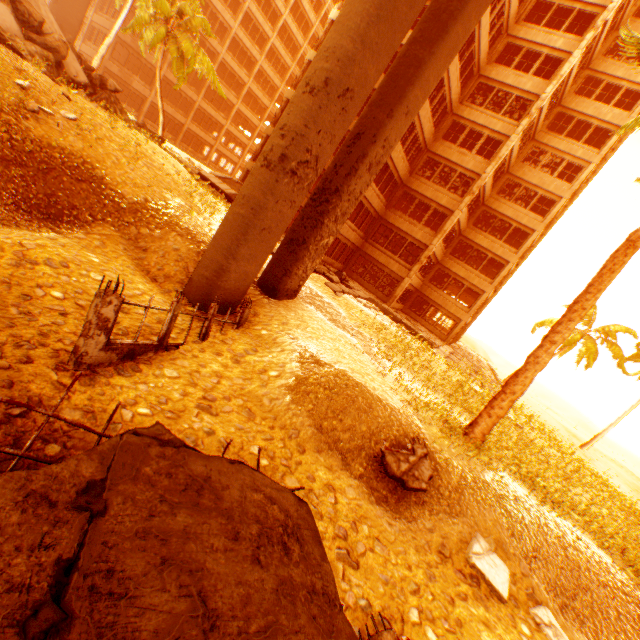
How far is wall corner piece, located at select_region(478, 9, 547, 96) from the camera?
20.3 meters

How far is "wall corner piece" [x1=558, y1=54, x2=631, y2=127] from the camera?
23.0m

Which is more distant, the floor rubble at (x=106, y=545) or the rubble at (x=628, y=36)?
the rubble at (x=628, y=36)

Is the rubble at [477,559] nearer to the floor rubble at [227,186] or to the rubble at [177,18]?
the rubble at [177,18]

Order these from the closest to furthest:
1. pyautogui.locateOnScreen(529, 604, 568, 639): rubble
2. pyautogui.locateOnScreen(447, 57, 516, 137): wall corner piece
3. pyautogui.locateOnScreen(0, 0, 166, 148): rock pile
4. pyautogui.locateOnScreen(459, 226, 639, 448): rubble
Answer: pyautogui.locateOnScreen(529, 604, 568, 639): rubble → pyautogui.locateOnScreen(459, 226, 639, 448): rubble → pyautogui.locateOnScreen(0, 0, 166, 148): rock pile → pyautogui.locateOnScreen(447, 57, 516, 137): wall corner piece

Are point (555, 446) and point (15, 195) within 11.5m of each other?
no

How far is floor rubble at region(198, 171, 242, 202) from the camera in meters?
21.2 m

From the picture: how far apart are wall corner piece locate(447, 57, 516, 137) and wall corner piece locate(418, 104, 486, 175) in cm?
206
